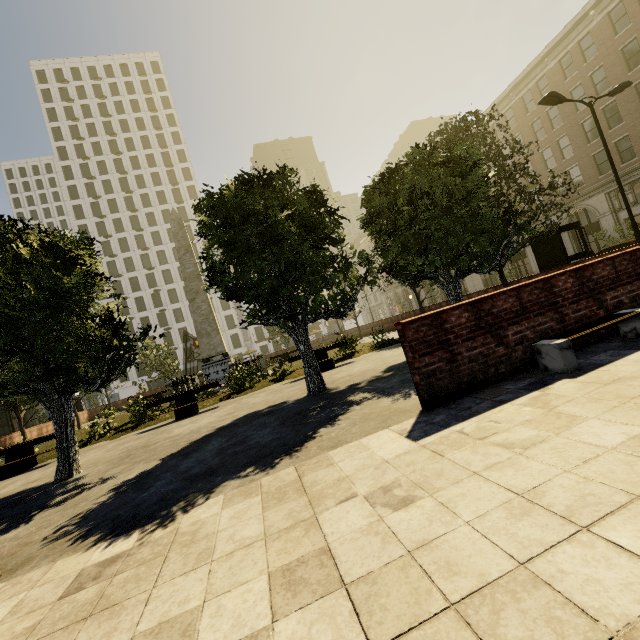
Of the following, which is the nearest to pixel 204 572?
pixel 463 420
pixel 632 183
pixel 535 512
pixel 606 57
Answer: pixel 535 512

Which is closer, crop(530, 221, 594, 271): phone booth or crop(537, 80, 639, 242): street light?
crop(530, 221, 594, 271): phone booth

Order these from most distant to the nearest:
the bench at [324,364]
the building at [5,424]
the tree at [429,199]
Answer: the building at [5,424], the bench at [324,364], the tree at [429,199]

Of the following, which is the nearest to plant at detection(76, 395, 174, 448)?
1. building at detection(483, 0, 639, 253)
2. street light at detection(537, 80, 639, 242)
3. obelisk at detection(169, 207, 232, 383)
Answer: obelisk at detection(169, 207, 232, 383)

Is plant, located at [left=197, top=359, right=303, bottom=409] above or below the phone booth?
below

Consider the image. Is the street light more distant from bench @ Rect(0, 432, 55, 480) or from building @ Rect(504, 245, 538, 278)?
bench @ Rect(0, 432, 55, 480)

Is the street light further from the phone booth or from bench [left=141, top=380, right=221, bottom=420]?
bench [left=141, top=380, right=221, bottom=420]

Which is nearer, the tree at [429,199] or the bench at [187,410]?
the tree at [429,199]
